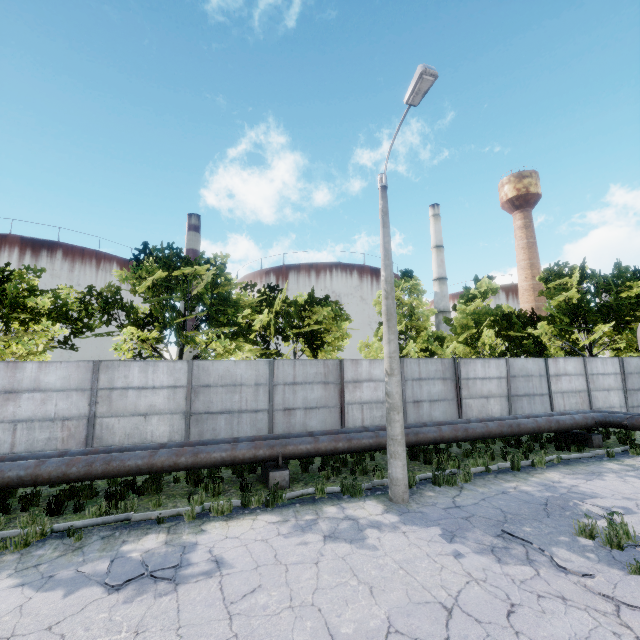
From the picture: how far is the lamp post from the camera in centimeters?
780cm

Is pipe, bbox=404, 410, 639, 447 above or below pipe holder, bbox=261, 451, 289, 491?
above

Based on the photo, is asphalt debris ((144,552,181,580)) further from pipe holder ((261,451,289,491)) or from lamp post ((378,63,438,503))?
lamp post ((378,63,438,503))

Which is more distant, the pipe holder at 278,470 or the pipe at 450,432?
the pipe at 450,432

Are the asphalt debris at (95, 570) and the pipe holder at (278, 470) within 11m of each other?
yes

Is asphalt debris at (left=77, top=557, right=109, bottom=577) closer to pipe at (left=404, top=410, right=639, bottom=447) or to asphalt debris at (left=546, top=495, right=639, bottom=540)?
pipe at (left=404, top=410, right=639, bottom=447)

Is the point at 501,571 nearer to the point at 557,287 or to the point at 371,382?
the point at 371,382

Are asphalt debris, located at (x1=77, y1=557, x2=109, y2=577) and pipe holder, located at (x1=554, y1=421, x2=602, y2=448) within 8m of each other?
no
